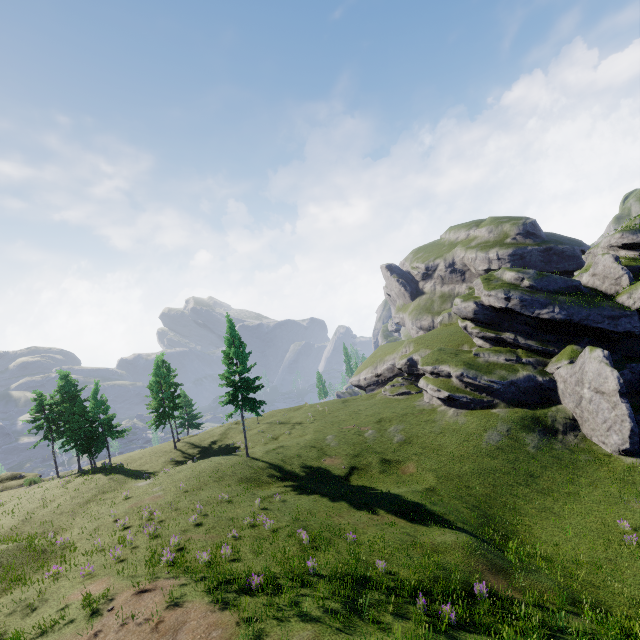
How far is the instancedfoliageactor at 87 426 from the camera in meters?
38.6 m

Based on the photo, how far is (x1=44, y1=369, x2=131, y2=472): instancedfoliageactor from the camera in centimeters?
3856cm

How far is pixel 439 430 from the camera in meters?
34.8 m
